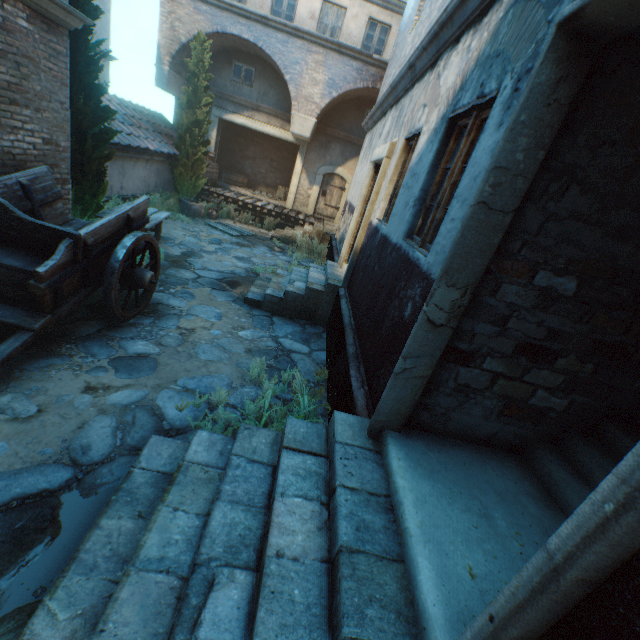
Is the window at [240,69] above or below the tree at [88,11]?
above

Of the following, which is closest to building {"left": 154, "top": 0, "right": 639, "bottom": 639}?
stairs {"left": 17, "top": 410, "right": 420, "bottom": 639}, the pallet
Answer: stairs {"left": 17, "top": 410, "right": 420, "bottom": 639}

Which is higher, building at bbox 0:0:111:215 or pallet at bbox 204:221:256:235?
building at bbox 0:0:111:215

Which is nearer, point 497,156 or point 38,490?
point 497,156

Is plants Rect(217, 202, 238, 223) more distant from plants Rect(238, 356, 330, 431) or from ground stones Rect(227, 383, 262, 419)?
plants Rect(238, 356, 330, 431)

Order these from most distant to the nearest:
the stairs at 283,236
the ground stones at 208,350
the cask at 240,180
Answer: the cask at 240,180
the stairs at 283,236
the ground stones at 208,350

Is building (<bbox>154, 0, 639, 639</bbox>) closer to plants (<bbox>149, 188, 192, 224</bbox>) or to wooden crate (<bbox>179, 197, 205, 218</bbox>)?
plants (<bbox>149, 188, 192, 224</bbox>)

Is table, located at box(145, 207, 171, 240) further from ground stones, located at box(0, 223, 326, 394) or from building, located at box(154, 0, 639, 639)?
building, located at box(154, 0, 639, 639)
